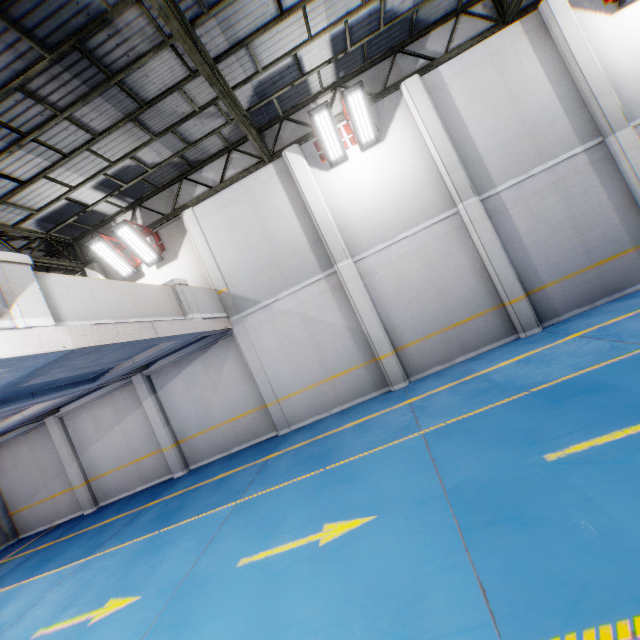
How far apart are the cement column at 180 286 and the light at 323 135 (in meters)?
5.38

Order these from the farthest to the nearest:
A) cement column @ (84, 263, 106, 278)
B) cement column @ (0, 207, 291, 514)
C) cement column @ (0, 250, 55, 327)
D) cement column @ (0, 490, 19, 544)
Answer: cement column @ (0, 490, 19, 544) < cement column @ (84, 263, 106, 278) < cement column @ (0, 207, 291, 514) < cement column @ (0, 250, 55, 327)

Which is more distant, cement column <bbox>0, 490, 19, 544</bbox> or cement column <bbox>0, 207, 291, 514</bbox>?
cement column <bbox>0, 490, 19, 544</bbox>

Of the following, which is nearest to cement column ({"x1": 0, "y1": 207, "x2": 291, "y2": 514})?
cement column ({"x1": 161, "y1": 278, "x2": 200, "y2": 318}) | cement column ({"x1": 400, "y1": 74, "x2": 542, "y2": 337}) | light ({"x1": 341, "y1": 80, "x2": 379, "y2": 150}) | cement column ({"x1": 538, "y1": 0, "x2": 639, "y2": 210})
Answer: cement column ({"x1": 161, "y1": 278, "x2": 200, "y2": 318})

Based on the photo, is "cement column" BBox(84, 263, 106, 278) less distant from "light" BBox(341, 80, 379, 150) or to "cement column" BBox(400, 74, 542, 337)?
"light" BBox(341, 80, 379, 150)

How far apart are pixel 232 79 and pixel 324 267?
5.3m

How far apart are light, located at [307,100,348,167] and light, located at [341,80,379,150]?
0.1 meters

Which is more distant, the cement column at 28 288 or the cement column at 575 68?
the cement column at 575 68
